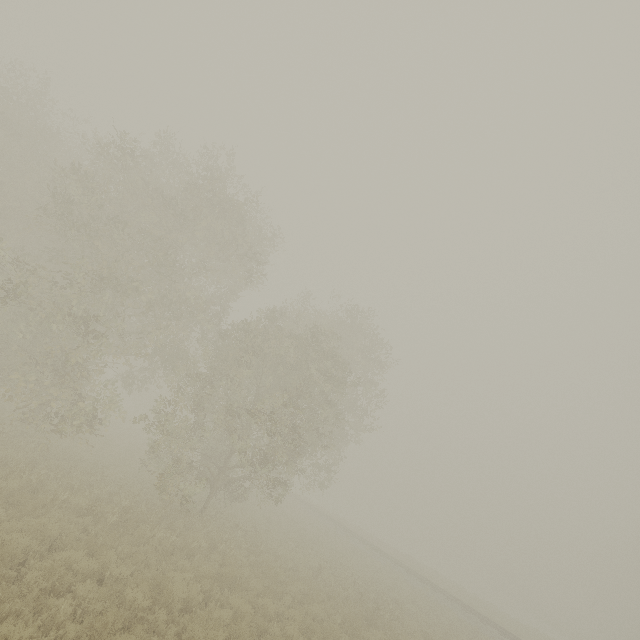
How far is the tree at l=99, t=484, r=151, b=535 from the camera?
10.88m

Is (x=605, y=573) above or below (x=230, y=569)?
above

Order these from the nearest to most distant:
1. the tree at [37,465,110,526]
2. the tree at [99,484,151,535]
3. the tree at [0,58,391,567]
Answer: the tree at [37,465,110,526], the tree at [99,484,151,535], the tree at [0,58,391,567]

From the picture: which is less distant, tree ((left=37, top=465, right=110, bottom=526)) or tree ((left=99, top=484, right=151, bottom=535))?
tree ((left=37, top=465, right=110, bottom=526))

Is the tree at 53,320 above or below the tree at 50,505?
above

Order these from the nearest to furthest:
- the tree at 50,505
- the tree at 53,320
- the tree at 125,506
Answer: the tree at 50,505 → the tree at 125,506 → the tree at 53,320
